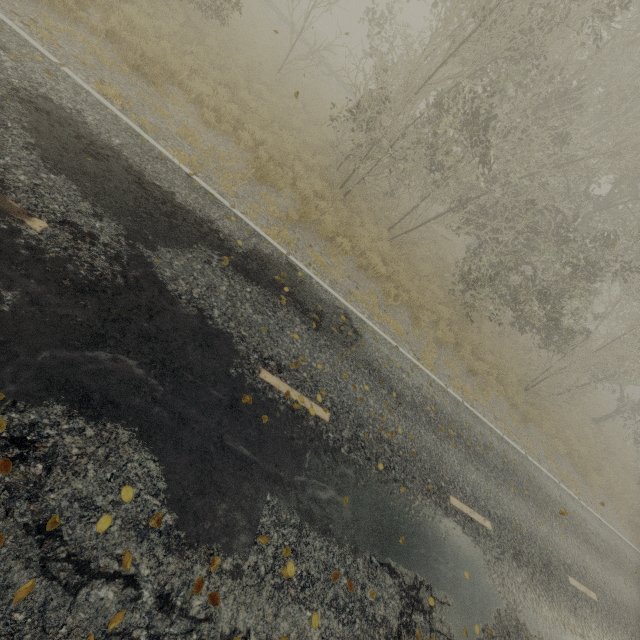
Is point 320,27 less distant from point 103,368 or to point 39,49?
point 39,49

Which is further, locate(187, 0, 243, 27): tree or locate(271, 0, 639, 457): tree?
locate(187, 0, 243, 27): tree

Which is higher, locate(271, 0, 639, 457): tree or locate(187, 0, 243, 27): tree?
locate(271, 0, 639, 457): tree

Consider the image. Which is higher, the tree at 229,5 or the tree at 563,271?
the tree at 563,271

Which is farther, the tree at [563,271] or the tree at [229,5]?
the tree at [229,5]
